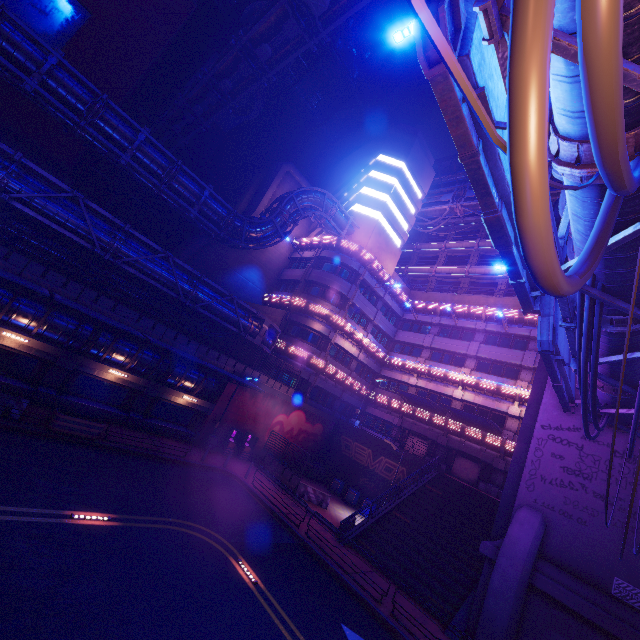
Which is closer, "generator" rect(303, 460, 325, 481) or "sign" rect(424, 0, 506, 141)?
"sign" rect(424, 0, 506, 141)

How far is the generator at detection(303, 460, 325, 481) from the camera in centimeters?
2952cm

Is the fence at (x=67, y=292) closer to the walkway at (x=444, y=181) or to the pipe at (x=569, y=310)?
the pipe at (x=569, y=310)

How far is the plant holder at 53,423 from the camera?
15.0 meters

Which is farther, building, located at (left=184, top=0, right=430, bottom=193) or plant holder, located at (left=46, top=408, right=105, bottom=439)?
building, located at (left=184, top=0, right=430, bottom=193)

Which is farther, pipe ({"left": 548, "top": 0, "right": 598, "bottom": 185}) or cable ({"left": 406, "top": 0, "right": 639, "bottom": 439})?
pipe ({"left": 548, "top": 0, "right": 598, "bottom": 185})

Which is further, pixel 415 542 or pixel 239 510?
pixel 415 542

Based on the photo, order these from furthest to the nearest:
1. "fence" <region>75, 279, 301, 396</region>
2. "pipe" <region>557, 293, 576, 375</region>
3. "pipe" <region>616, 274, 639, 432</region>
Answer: "fence" <region>75, 279, 301, 396</region> → "pipe" <region>557, 293, 576, 375</region> → "pipe" <region>616, 274, 639, 432</region>
